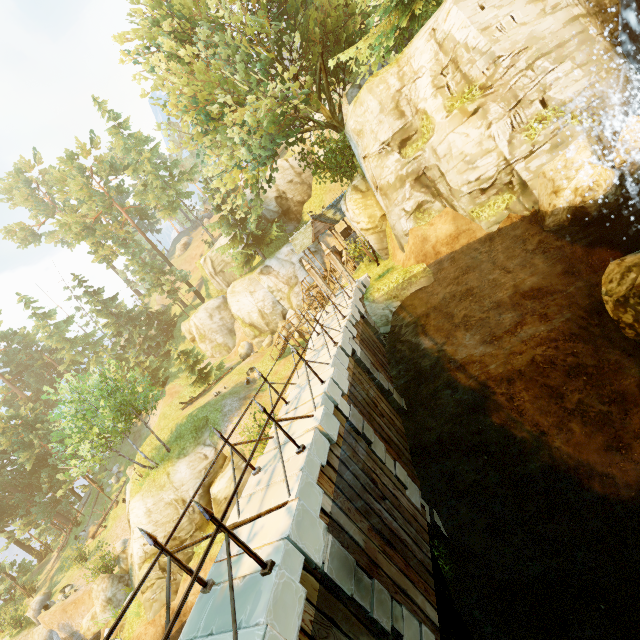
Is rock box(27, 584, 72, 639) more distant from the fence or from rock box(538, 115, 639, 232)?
rock box(538, 115, 639, 232)

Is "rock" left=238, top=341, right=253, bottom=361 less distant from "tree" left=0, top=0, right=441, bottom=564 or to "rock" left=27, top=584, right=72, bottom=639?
"tree" left=0, top=0, right=441, bottom=564

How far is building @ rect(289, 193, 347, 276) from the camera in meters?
24.8 m

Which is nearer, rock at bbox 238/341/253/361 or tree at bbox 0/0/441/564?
tree at bbox 0/0/441/564

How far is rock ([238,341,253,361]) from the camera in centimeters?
3722cm

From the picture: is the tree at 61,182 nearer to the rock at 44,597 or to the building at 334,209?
the building at 334,209

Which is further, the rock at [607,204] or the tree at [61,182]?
the tree at [61,182]

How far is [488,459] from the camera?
9.38m
